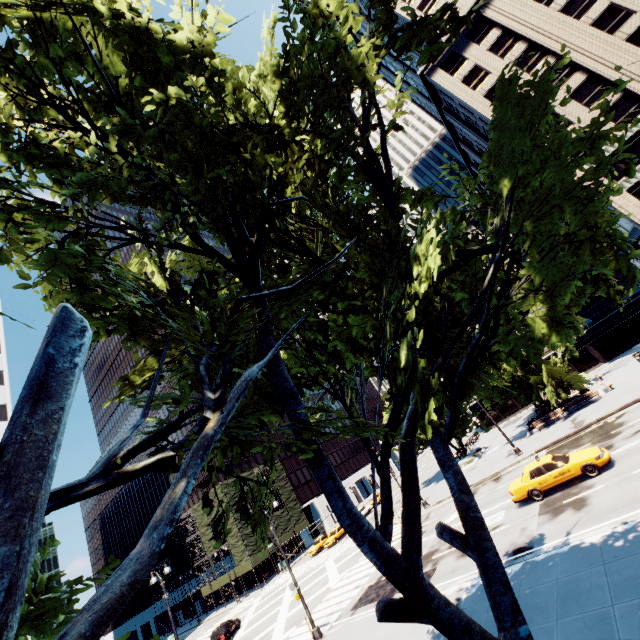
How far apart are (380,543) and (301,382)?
3.1 meters

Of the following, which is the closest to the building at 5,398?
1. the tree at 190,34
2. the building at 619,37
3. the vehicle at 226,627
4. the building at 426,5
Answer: the tree at 190,34

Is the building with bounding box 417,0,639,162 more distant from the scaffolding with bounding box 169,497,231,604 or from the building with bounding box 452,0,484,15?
the scaffolding with bounding box 169,497,231,604

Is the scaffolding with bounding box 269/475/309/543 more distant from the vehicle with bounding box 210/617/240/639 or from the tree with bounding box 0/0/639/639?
the tree with bounding box 0/0/639/639

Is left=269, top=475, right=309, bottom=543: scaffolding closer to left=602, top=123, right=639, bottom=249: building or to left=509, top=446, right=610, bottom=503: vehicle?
left=602, top=123, right=639, bottom=249: building

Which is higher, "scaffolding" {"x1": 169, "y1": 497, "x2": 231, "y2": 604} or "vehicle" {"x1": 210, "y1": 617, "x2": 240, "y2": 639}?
"scaffolding" {"x1": 169, "y1": 497, "x2": 231, "y2": 604}

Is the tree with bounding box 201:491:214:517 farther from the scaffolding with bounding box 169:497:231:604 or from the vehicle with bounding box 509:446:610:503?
the scaffolding with bounding box 169:497:231:604

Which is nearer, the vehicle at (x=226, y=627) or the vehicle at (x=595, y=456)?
the vehicle at (x=595, y=456)
